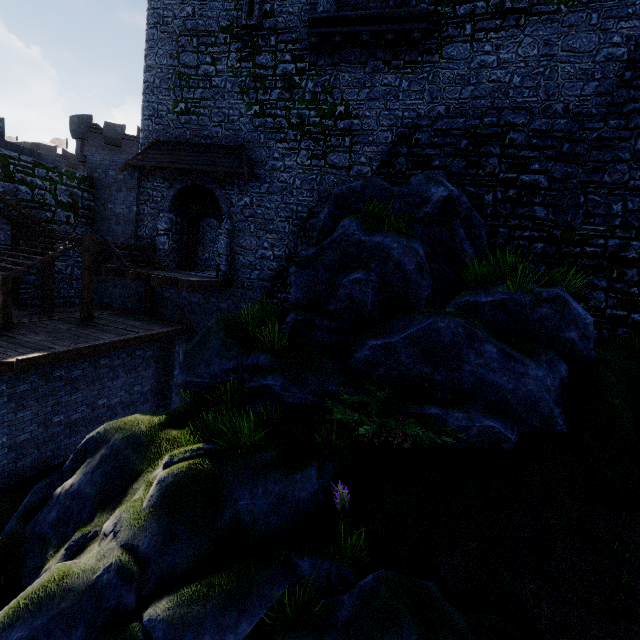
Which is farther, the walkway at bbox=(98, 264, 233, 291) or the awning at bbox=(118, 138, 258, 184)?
the awning at bbox=(118, 138, 258, 184)

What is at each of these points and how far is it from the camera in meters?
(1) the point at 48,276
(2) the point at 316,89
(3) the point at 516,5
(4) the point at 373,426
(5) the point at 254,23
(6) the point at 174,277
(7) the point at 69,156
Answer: (1) stairs, 12.3
(2) building tower, 12.1
(3) window slit, 10.0
(4) bush, 6.1
(5) window slit, 12.3
(6) walkway, 11.1
(7) building, 41.7

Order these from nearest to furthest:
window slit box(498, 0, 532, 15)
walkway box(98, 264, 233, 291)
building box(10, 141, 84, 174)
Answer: window slit box(498, 0, 532, 15)
walkway box(98, 264, 233, 291)
building box(10, 141, 84, 174)

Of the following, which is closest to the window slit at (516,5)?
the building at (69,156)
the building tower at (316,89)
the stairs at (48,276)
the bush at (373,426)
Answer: the building tower at (316,89)

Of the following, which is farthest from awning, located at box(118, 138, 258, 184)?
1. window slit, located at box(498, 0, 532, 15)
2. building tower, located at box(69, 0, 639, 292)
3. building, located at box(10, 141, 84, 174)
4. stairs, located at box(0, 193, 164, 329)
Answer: building, located at box(10, 141, 84, 174)

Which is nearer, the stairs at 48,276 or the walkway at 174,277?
the stairs at 48,276

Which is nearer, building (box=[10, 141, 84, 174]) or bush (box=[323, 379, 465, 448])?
bush (box=[323, 379, 465, 448])

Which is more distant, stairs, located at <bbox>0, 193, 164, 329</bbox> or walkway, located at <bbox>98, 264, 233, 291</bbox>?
walkway, located at <bbox>98, 264, 233, 291</bbox>
